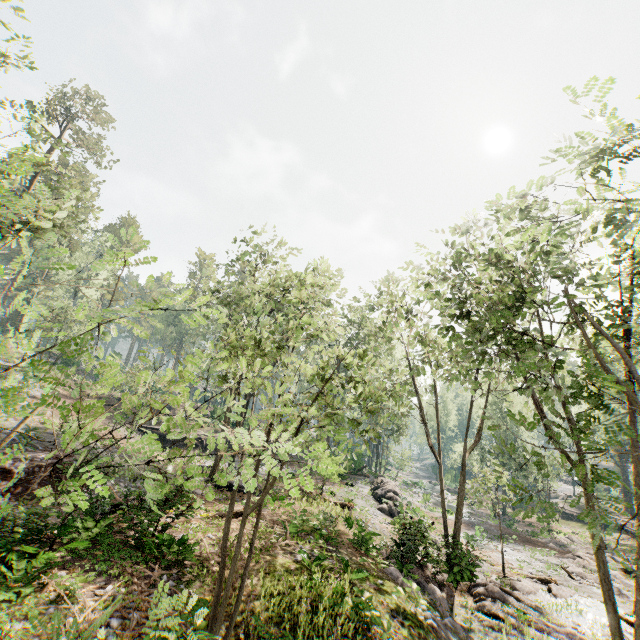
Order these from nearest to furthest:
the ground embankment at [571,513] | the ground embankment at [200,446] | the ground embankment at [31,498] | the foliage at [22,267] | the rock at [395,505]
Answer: the foliage at [22,267] → the ground embankment at [31,498] → the rock at [395,505] → the ground embankment at [200,446] → the ground embankment at [571,513]

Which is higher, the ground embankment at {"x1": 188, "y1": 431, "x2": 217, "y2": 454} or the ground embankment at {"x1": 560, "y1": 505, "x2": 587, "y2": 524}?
the ground embankment at {"x1": 188, "y1": 431, "x2": 217, "y2": 454}

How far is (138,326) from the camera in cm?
243

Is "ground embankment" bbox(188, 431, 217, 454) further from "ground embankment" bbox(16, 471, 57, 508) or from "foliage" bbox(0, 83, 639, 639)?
"foliage" bbox(0, 83, 639, 639)

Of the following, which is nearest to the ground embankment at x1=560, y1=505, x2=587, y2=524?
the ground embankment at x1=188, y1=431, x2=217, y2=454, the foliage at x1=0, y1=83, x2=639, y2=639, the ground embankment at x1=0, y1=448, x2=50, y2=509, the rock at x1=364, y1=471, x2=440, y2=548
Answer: the foliage at x1=0, y1=83, x2=639, y2=639

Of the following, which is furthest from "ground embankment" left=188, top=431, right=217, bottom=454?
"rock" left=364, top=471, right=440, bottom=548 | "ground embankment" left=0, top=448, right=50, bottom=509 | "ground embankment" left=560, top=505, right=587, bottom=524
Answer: "ground embankment" left=560, top=505, right=587, bottom=524

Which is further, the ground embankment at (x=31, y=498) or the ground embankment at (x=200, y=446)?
the ground embankment at (x=200, y=446)

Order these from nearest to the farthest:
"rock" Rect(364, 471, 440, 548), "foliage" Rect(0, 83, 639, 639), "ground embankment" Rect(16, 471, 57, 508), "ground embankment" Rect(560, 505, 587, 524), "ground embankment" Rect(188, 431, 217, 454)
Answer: "foliage" Rect(0, 83, 639, 639), "ground embankment" Rect(16, 471, 57, 508), "rock" Rect(364, 471, 440, 548), "ground embankment" Rect(188, 431, 217, 454), "ground embankment" Rect(560, 505, 587, 524)
